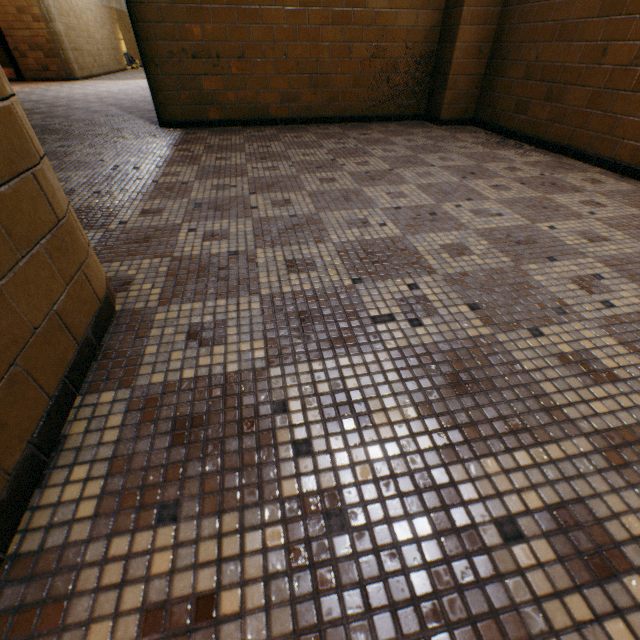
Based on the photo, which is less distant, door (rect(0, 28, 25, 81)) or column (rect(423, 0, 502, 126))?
column (rect(423, 0, 502, 126))

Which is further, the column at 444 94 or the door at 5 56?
the door at 5 56

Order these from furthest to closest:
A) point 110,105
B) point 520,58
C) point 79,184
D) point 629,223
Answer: point 110,105 < point 520,58 < point 79,184 < point 629,223
